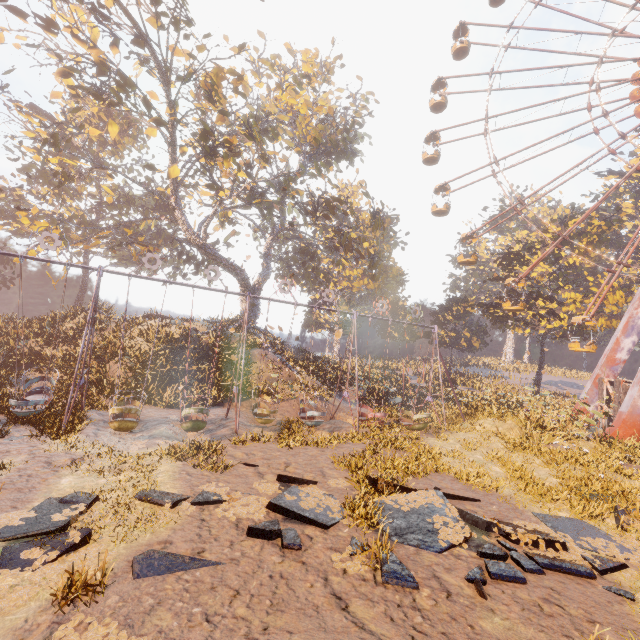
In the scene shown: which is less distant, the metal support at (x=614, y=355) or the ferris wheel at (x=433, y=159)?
the metal support at (x=614, y=355)

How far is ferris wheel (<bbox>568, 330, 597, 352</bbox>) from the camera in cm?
2372

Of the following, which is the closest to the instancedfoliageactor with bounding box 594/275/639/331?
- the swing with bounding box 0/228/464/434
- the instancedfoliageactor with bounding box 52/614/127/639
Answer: the swing with bounding box 0/228/464/434

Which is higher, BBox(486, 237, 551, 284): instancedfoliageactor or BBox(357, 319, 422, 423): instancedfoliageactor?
BBox(486, 237, 551, 284): instancedfoliageactor

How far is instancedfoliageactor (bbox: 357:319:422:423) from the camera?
26.09m

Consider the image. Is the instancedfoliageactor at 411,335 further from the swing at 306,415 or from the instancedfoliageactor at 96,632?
the instancedfoliageactor at 96,632

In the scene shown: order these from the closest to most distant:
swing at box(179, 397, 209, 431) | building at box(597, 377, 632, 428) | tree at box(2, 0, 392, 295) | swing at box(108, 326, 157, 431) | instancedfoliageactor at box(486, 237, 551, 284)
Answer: swing at box(108, 326, 157, 431), swing at box(179, 397, 209, 431), tree at box(2, 0, 392, 295), building at box(597, 377, 632, 428), instancedfoliageactor at box(486, 237, 551, 284)

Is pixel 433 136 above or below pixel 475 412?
above
